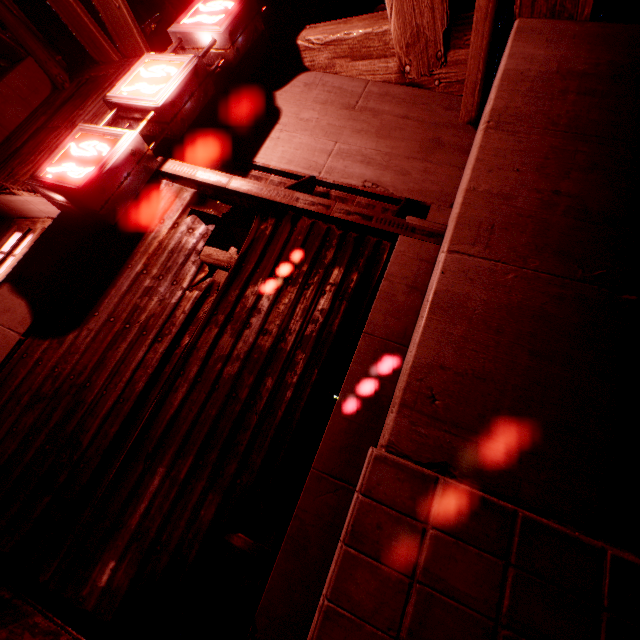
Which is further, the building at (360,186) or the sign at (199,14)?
the sign at (199,14)

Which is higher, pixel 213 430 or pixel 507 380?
pixel 507 380

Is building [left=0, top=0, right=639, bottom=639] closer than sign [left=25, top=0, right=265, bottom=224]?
Yes
